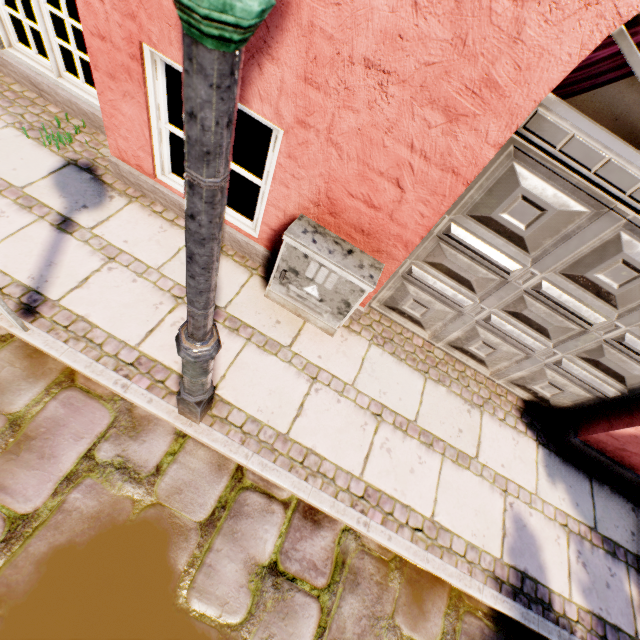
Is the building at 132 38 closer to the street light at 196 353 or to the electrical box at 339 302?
the electrical box at 339 302

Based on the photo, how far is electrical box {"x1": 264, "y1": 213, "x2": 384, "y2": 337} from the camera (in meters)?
2.37

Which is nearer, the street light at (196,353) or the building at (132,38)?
the street light at (196,353)

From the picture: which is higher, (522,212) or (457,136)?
(457,136)

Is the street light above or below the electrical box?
above

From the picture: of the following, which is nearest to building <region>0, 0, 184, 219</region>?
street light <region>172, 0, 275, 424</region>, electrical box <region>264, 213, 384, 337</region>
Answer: electrical box <region>264, 213, 384, 337</region>

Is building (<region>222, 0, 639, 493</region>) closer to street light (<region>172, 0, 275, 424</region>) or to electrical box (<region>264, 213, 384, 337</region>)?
electrical box (<region>264, 213, 384, 337</region>)

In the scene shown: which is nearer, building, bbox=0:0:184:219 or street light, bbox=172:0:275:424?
street light, bbox=172:0:275:424
